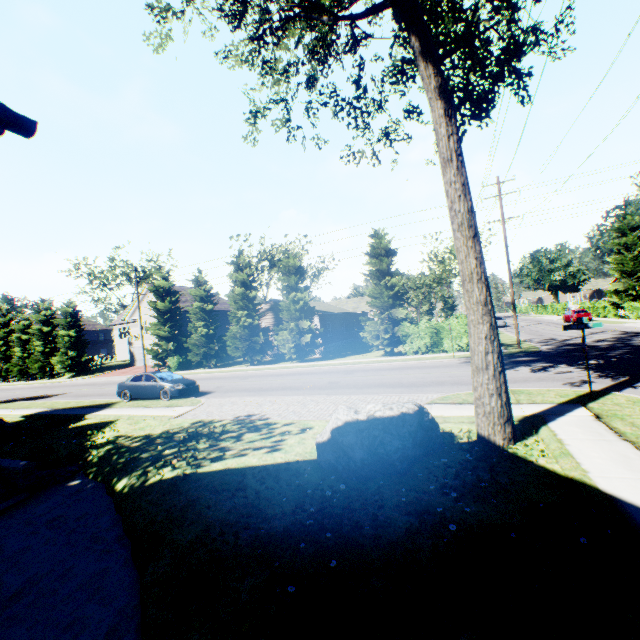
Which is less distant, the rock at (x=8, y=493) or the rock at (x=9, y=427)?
Result: the rock at (x=8, y=493)

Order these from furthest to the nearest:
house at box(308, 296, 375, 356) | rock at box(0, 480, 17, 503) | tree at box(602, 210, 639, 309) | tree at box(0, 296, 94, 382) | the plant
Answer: tree at box(0, 296, 94, 382) < tree at box(602, 210, 639, 309) < house at box(308, 296, 375, 356) < rock at box(0, 480, 17, 503) < the plant

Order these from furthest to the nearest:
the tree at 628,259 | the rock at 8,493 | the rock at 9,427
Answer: the tree at 628,259 → the rock at 9,427 → the rock at 8,493

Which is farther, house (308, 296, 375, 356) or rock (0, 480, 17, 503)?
house (308, 296, 375, 356)

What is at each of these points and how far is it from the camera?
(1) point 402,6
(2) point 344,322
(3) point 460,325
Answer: (1) tree, 7.3 meters
(2) house, 41.0 meters
(3) hedge, 23.6 meters

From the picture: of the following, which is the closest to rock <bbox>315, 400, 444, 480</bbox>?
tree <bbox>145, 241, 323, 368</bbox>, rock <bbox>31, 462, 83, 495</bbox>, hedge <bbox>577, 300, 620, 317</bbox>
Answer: rock <bbox>31, 462, 83, 495</bbox>

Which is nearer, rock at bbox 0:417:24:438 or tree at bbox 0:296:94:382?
rock at bbox 0:417:24:438

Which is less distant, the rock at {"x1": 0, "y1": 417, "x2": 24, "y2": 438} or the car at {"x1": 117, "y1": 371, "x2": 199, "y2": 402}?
the rock at {"x1": 0, "y1": 417, "x2": 24, "y2": 438}
